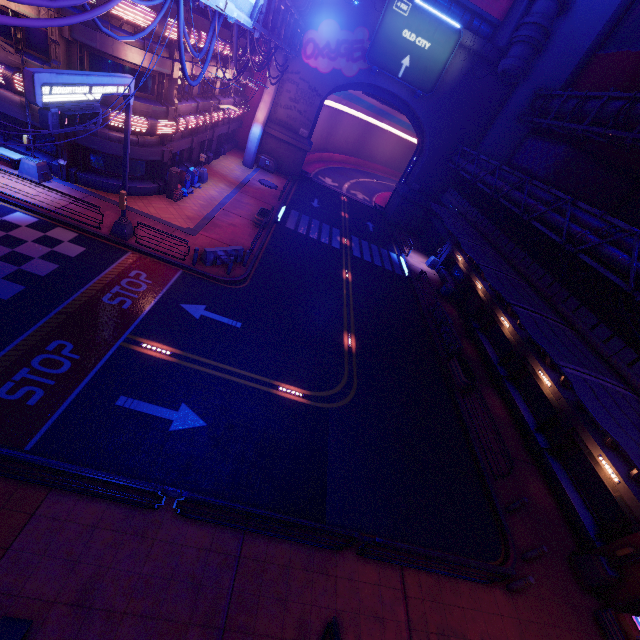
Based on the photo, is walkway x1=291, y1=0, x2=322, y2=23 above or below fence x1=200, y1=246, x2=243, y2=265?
above

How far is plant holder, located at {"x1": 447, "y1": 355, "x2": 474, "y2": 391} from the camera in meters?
18.0 m

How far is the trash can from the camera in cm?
2794

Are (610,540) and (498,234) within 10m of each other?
no

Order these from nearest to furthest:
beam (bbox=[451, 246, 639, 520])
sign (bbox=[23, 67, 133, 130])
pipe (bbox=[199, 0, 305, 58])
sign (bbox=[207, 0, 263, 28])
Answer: sign (bbox=[23, 67, 133, 130])
sign (bbox=[207, 0, 263, 28])
beam (bbox=[451, 246, 639, 520])
pipe (bbox=[199, 0, 305, 58])

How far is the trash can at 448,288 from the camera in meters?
27.9 m

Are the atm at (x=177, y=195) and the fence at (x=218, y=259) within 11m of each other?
yes

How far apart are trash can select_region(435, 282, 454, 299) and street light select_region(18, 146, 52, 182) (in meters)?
27.90
